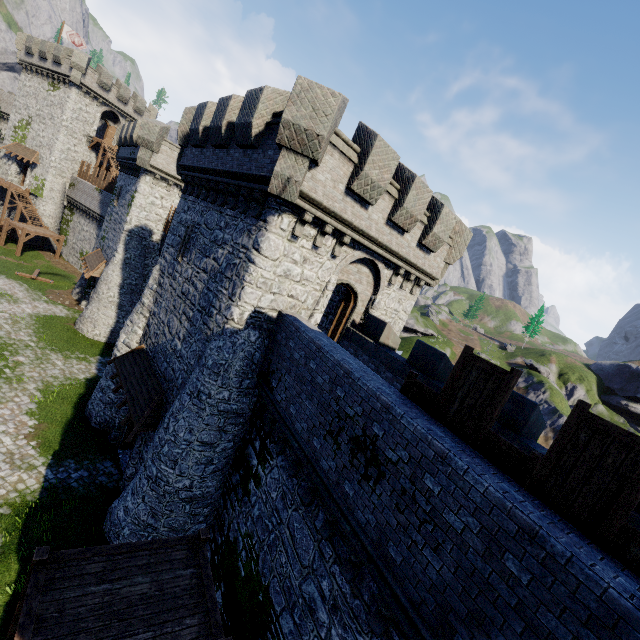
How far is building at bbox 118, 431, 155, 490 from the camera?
13.7 meters

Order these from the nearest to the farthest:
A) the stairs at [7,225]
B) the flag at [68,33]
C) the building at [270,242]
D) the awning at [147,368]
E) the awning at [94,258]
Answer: the building at [270,242] → the awning at [147,368] → the awning at [94,258] → the stairs at [7,225] → the flag at [68,33]

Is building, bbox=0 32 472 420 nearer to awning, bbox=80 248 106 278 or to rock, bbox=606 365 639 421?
awning, bbox=80 248 106 278

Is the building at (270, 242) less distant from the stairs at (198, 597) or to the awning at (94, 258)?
the awning at (94, 258)

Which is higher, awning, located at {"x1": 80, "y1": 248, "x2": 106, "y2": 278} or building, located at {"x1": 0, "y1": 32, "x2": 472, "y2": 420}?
building, located at {"x1": 0, "y1": 32, "x2": 472, "y2": 420}

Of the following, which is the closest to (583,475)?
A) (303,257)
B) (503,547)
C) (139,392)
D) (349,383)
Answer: (503,547)

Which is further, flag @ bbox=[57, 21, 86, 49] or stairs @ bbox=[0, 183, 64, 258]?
flag @ bbox=[57, 21, 86, 49]

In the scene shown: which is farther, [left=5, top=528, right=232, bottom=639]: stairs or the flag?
the flag
